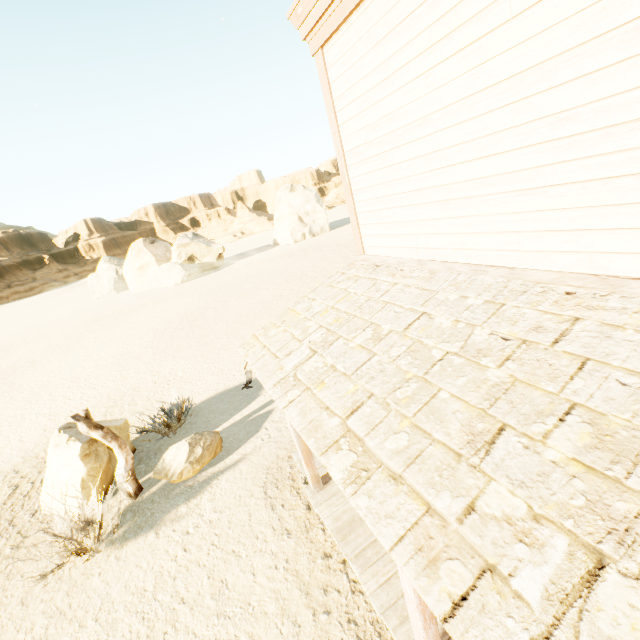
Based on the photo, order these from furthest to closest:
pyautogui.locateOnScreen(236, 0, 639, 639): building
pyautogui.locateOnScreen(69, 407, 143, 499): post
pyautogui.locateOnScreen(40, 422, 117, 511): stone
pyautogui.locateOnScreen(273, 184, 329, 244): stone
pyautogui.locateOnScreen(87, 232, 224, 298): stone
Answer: pyautogui.locateOnScreen(273, 184, 329, 244): stone < pyautogui.locateOnScreen(87, 232, 224, 298): stone < pyautogui.locateOnScreen(40, 422, 117, 511): stone < pyautogui.locateOnScreen(69, 407, 143, 499): post < pyautogui.locateOnScreen(236, 0, 639, 639): building

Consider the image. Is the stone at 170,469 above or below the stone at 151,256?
below

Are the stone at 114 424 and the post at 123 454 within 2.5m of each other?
yes

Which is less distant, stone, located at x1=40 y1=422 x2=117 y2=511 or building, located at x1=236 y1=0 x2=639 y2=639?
building, located at x1=236 y1=0 x2=639 y2=639

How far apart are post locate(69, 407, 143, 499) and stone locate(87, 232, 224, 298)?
33.6 meters

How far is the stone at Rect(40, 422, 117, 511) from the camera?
6.9m

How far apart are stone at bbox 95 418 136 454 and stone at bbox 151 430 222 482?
1.1 meters

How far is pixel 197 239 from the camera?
37.94m
